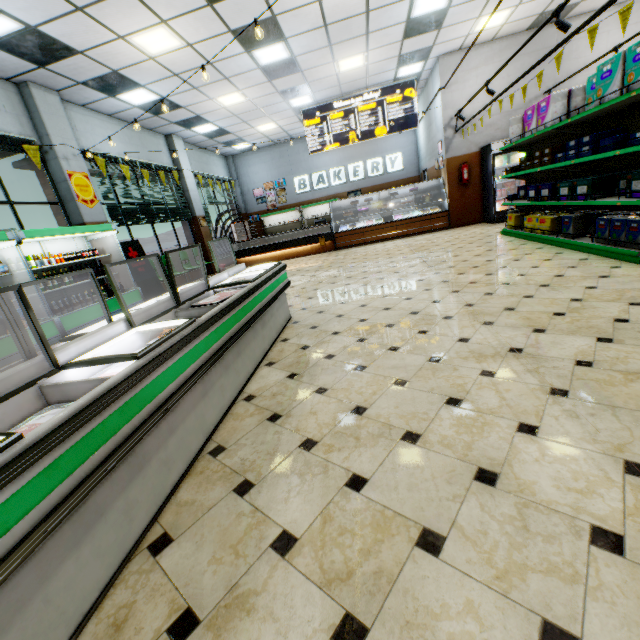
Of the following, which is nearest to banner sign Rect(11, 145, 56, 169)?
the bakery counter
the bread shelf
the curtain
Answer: the curtain

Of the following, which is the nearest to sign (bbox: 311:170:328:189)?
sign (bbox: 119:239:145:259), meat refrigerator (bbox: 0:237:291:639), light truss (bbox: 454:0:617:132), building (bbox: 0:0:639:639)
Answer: building (bbox: 0:0:639:639)

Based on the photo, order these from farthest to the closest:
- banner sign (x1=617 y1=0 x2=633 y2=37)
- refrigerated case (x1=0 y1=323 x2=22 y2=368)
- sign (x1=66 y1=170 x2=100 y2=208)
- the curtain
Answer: the curtain
sign (x1=66 y1=170 x2=100 y2=208)
refrigerated case (x1=0 y1=323 x2=22 y2=368)
banner sign (x1=617 y1=0 x2=633 y2=37)

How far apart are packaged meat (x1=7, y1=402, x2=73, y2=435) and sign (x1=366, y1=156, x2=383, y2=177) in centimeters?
1623cm

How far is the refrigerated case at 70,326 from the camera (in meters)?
5.48

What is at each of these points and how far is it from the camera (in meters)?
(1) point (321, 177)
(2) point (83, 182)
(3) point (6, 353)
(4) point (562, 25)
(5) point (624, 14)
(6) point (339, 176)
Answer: (1) sign, 15.88
(2) sign, 7.38
(3) refrigerated case, 4.78
(4) light truss, 4.54
(5) banner sign, 3.46
(6) sign, 15.75

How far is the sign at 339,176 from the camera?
15.7 meters

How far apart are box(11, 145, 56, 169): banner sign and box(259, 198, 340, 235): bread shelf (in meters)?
10.44
